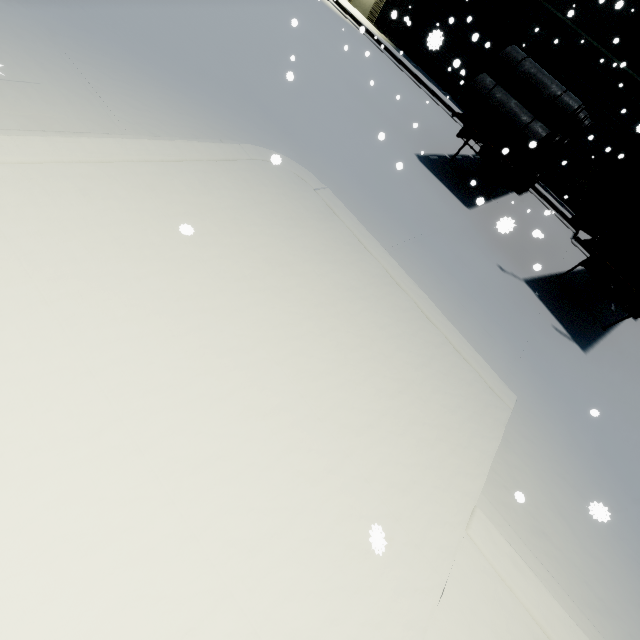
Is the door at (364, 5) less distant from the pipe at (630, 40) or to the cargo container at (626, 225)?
the cargo container at (626, 225)

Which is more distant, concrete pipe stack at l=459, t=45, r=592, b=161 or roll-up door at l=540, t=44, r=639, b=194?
roll-up door at l=540, t=44, r=639, b=194

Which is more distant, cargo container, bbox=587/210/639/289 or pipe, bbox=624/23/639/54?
pipe, bbox=624/23/639/54

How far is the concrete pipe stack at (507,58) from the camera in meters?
7.8

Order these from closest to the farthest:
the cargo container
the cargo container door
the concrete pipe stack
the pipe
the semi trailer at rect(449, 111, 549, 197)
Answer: the cargo container door
the cargo container
the concrete pipe stack
the semi trailer at rect(449, 111, 549, 197)
the pipe

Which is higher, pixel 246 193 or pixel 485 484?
pixel 246 193

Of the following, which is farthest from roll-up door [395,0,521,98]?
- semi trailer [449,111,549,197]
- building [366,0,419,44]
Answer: semi trailer [449,111,549,197]

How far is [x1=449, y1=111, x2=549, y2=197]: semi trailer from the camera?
8.6m
